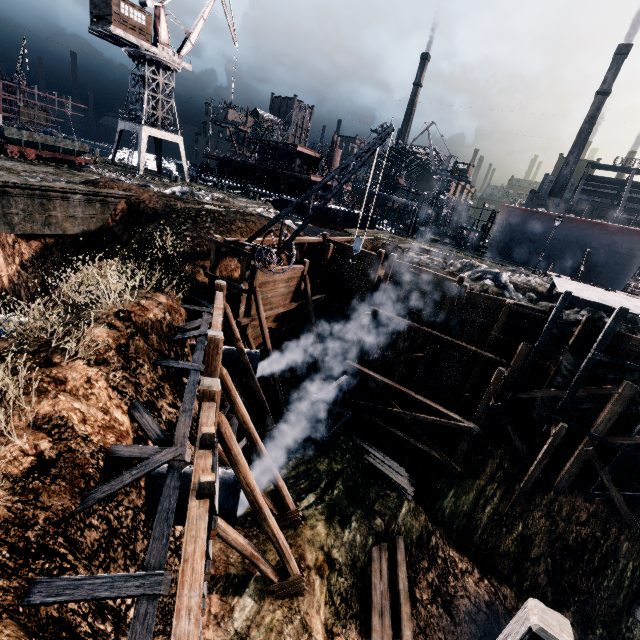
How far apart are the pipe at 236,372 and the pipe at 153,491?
5.83m

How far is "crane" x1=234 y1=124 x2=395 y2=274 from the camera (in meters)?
11.91

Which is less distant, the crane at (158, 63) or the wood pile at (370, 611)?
the wood pile at (370, 611)

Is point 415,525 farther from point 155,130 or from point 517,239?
point 155,130

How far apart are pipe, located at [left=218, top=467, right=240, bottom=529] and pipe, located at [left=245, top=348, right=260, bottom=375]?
5.8 meters

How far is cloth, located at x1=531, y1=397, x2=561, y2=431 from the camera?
17.5m

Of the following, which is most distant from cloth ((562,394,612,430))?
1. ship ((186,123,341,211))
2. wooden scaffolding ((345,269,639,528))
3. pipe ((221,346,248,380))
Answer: ship ((186,123,341,211))
